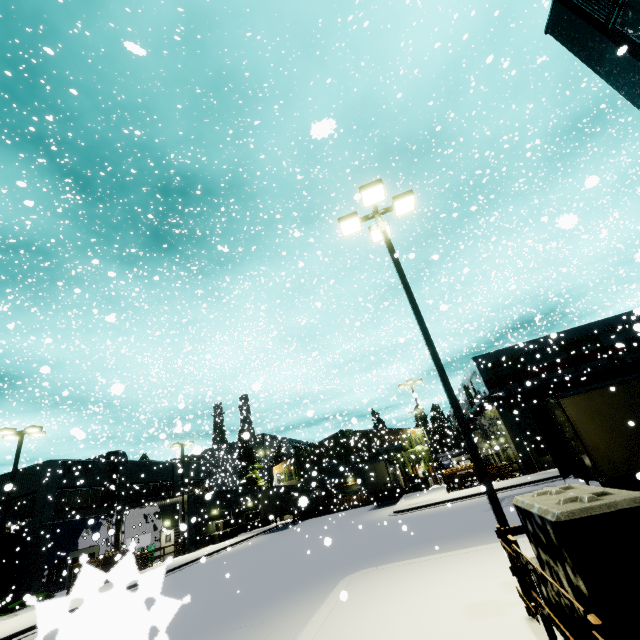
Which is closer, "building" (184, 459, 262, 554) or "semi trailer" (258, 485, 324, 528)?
"building" (184, 459, 262, 554)

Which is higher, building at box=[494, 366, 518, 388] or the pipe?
building at box=[494, 366, 518, 388]

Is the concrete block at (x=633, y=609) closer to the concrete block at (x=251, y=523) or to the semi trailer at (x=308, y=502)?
the semi trailer at (x=308, y=502)

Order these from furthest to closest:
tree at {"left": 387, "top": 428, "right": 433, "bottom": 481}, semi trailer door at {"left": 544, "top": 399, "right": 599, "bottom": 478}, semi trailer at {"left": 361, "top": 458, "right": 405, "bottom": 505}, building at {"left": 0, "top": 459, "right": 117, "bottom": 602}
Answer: tree at {"left": 387, "top": 428, "right": 433, "bottom": 481} → semi trailer at {"left": 361, "top": 458, "right": 405, "bottom": 505} → building at {"left": 0, "top": 459, "right": 117, "bottom": 602} → semi trailer door at {"left": 544, "top": 399, "right": 599, "bottom": 478}

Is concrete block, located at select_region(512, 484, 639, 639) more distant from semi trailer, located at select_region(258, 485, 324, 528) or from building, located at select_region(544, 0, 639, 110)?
building, located at select_region(544, 0, 639, 110)

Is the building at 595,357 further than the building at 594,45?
Yes

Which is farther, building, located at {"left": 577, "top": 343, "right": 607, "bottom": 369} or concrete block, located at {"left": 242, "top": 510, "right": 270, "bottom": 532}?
concrete block, located at {"left": 242, "top": 510, "right": 270, "bottom": 532}

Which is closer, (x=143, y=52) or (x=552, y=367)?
(x=143, y=52)
